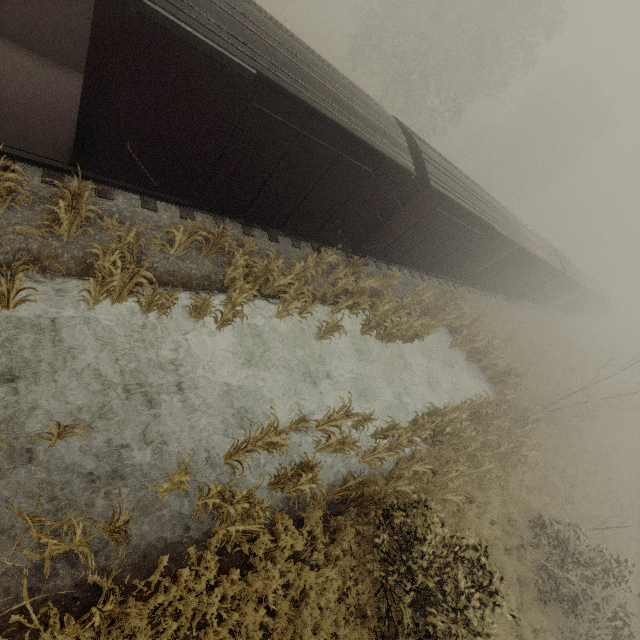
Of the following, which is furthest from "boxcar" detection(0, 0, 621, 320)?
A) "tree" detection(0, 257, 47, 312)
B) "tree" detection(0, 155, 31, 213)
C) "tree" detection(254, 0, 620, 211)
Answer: "tree" detection(254, 0, 620, 211)

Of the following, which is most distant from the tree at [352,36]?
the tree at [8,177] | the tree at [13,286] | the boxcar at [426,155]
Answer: the tree at [13,286]

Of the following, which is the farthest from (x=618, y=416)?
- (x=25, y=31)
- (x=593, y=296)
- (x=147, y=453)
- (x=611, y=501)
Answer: (x=25, y=31)

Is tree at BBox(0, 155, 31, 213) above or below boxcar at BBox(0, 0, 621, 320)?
below

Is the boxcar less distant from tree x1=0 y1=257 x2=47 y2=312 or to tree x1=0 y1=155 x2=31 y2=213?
tree x1=0 y1=155 x2=31 y2=213

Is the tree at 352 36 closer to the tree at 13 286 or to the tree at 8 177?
the tree at 8 177

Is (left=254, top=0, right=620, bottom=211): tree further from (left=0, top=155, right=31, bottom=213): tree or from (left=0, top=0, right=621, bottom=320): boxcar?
(left=0, top=155, right=31, bottom=213): tree
